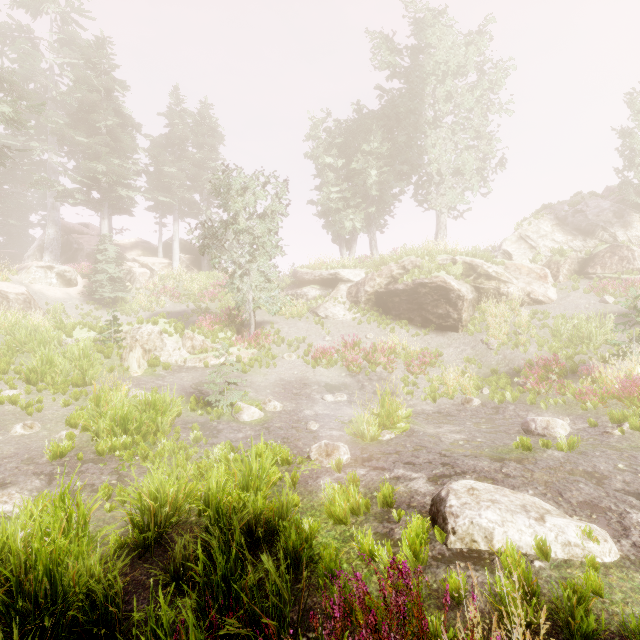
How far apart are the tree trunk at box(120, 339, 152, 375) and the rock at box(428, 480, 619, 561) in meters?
11.8

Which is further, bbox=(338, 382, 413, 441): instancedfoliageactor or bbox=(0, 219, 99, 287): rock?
bbox=(0, 219, 99, 287): rock

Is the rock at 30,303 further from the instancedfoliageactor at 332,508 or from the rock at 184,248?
the rock at 184,248

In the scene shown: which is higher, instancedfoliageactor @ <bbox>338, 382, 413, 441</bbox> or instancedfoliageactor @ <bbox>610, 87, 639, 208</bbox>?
instancedfoliageactor @ <bbox>610, 87, 639, 208</bbox>

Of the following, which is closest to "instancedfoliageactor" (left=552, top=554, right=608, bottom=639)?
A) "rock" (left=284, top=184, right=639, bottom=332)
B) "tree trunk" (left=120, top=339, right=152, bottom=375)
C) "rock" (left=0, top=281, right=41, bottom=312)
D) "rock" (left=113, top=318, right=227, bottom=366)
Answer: "rock" (left=284, top=184, right=639, bottom=332)

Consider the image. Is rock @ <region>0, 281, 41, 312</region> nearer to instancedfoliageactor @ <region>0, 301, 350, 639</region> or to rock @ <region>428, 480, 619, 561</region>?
instancedfoliageactor @ <region>0, 301, 350, 639</region>

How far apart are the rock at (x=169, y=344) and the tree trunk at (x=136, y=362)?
0.5 meters

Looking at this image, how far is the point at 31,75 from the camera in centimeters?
2541cm
